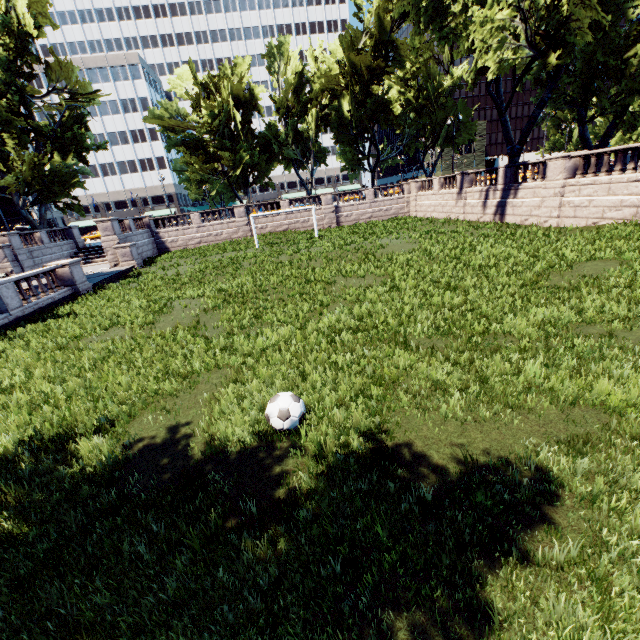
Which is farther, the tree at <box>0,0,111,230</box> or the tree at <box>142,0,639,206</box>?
the tree at <box>0,0,111,230</box>

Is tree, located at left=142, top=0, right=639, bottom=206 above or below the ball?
above

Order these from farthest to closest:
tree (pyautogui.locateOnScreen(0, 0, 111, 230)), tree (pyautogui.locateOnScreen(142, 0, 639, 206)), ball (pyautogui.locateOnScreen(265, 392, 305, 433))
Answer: tree (pyautogui.locateOnScreen(0, 0, 111, 230)) < tree (pyautogui.locateOnScreen(142, 0, 639, 206)) < ball (pyautogui.locateOnScreen(265, 392, 305, 433))

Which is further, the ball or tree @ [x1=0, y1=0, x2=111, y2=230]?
tree @ [x1=0, y1=0, x2=111, y2=230]

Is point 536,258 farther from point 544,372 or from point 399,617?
point 399,617

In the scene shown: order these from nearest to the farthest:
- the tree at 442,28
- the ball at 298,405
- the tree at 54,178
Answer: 1. the ball at 298,405
2. the tree at 442,28
3. the tree at 54,178

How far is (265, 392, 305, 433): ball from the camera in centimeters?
527cm

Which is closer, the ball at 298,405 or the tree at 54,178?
the ball at 298,405
